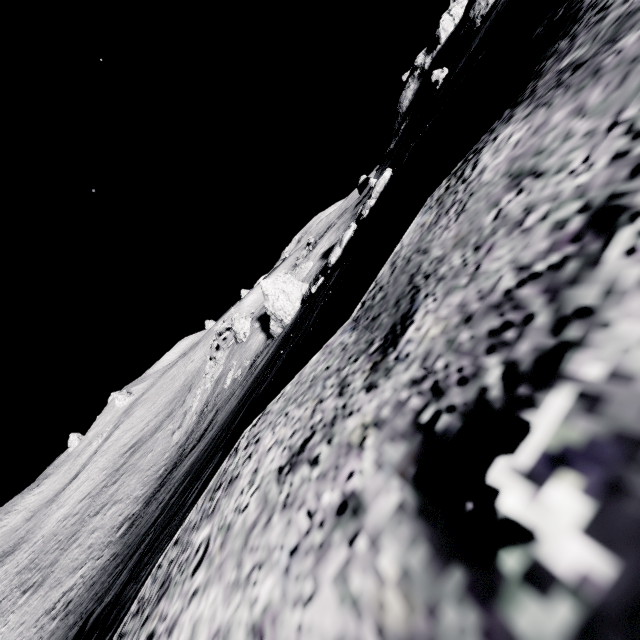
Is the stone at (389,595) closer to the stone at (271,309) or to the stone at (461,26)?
the stone at (271,309)

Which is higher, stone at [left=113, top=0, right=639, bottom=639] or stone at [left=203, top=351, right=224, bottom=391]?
stone at [left=113, top=0, right=639, bottom=639]

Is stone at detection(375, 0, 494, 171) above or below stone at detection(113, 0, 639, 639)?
above

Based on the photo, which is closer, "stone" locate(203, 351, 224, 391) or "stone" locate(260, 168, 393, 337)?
"stone" locate(260, 168, 393, 337)

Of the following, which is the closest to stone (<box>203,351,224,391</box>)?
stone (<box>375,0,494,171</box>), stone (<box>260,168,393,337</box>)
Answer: stone (<box>260,168,393,337</box>)

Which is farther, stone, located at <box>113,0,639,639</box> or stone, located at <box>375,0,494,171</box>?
stone, located at <box>375,0,494,171</box>

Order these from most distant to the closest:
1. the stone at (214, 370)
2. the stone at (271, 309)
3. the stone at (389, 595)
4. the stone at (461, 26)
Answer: the stone at (214, 370) < the stone at (461, 26) < the stone at (271, 309) < the stone at (389, 595)

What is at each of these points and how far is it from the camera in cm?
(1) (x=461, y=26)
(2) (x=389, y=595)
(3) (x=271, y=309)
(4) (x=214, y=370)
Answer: (1) stone, 2303
(2) stone, 37
(3) stone, 1773
(4) stone, 2820
